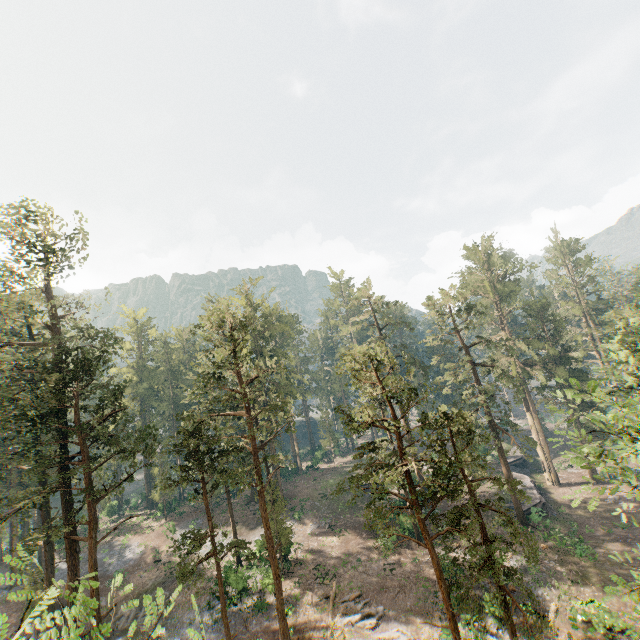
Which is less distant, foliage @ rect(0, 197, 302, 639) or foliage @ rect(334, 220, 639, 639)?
foliage @ rect(334, 220, 639, 639)

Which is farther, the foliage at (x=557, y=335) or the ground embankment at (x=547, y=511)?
the ground embankment at (x=547, y=511)

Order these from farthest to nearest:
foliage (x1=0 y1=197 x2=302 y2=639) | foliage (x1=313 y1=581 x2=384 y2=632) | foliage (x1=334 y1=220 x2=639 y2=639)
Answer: foliage (x1=313 y1=581 x2=384 y2=632) < foliage (x1=0 y1=197 x2=302 y2=639) < foliage (x1=334 y1=220 x2=639 y2=639)

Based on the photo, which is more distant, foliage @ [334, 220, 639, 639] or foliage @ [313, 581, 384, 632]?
foliage @ [313, 581, 384, 632]

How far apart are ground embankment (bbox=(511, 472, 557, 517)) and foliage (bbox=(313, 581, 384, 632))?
20.0m

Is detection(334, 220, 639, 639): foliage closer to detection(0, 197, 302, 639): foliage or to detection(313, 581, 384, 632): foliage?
detection(0, 197, 302, 639): foliage

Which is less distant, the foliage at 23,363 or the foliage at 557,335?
the foliage at 557,335

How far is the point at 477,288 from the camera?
49.7 meters
